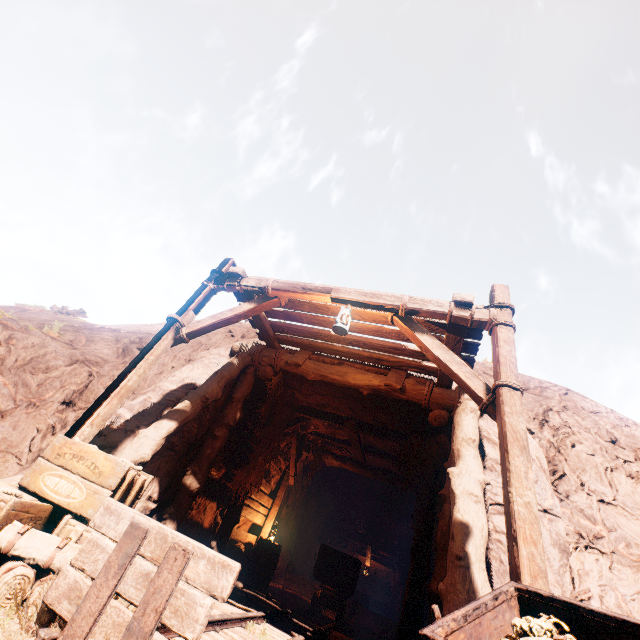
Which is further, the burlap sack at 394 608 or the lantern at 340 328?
the burlap sack at 394 608

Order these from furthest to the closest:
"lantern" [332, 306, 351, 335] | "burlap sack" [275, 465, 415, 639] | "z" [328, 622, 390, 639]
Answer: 1. "burlap sack" [275, 465, 415, 639]
2. "z" [328, 622, 390, 639]
3. "lantern" [332, 306, 351, 335]

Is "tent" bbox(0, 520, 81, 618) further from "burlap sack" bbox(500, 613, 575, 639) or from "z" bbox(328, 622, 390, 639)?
"burlap sack" bbox(500, 613, 575, 639)

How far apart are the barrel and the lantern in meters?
6.7

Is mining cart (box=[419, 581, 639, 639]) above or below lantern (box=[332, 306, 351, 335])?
below

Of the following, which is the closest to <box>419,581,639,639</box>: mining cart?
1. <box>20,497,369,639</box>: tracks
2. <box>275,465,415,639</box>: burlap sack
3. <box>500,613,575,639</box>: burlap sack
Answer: <box>500,613,575,639</box>: burlap sack

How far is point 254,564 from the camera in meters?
7.9

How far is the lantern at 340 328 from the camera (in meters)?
4.61
